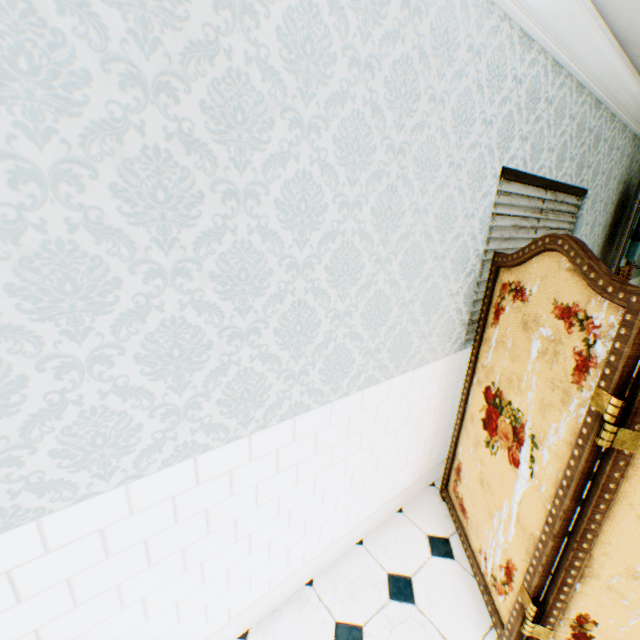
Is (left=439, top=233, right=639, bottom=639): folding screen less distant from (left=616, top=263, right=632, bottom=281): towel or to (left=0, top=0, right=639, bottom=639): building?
(left=0, top=0, right=639, bottom=639): building

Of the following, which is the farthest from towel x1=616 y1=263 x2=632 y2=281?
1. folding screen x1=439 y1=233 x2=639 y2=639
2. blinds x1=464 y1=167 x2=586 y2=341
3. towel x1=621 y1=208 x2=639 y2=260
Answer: folding screen x1=439 y1=233 x2=639 y2=639

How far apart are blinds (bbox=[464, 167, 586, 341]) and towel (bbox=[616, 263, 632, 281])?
1.2 meters

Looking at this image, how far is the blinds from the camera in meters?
2.1 m

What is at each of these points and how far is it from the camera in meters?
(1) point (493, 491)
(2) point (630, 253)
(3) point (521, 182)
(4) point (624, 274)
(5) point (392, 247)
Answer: (1) folding screen, 1.8 m
(2) towel, 3.7 m
(3) blinds, 2.1 m
(4) towel, 4.0 m
(5) building, 1.5 m

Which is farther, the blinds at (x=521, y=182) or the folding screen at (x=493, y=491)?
the blinds at (x=521, y=182)

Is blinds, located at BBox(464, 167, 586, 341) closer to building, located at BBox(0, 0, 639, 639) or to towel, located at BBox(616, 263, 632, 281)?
building, located at BBox(0, 0, 639, 639)

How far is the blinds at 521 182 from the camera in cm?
209
